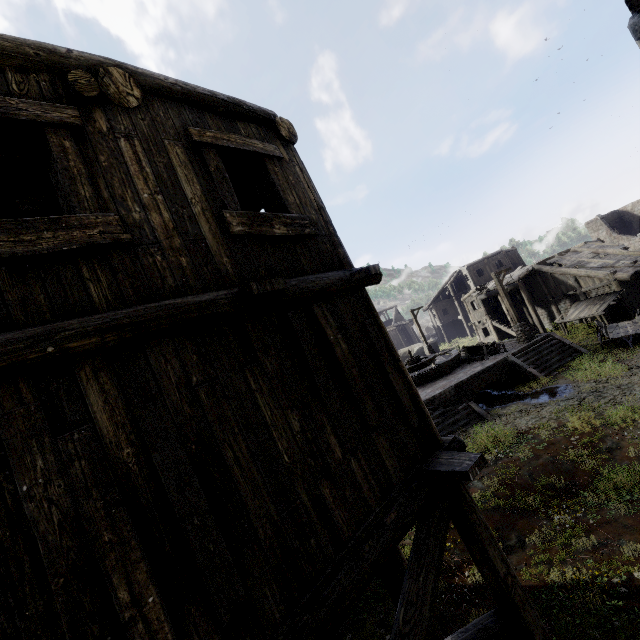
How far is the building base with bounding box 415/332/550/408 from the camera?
16.7m

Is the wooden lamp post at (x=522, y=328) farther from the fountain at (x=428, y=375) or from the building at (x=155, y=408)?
the building at (x=155, y=408)

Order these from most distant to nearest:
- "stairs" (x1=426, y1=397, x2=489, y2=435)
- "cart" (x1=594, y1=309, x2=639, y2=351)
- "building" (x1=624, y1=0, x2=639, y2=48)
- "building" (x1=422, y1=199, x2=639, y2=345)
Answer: "building" (x1=422, y1=199, x2=639, y2=345), "cart" (x1=594, y1=309, x2=639, y2=351), "stairs" (x1=426, y1=397, x2=489, y2=435), "building" (x1=624, y1=0, x2=639, y2=48)

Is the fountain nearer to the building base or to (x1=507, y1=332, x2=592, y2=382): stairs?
the building base

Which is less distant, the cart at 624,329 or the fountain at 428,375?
the cart at 624,329

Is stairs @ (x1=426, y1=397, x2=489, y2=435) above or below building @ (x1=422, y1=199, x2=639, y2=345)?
below

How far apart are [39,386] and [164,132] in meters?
2.9

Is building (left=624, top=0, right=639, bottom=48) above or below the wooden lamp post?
above
